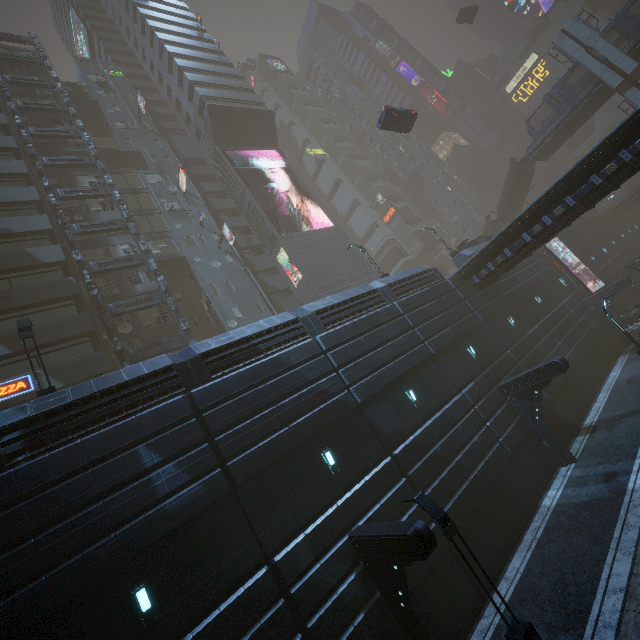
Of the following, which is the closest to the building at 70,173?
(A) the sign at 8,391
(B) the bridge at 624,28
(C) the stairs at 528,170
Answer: (A) the sign at 8,391

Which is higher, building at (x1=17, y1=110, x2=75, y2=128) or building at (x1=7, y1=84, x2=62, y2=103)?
building at (x1=7, y1=84, x2=62, y2=103)

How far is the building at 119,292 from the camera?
25.2 meters

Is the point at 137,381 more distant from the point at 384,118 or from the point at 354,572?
the point at 384,118

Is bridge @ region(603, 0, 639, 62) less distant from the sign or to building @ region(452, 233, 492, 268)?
building @ region(452, 233, 492, 268)

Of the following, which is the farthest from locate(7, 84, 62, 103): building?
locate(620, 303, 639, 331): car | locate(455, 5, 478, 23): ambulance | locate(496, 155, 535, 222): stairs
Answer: locate(455, 5, 478, 23): ambulance

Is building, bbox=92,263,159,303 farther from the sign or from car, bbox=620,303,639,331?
car, bbox=620,303,639,331

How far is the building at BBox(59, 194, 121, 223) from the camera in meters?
27.6 m
